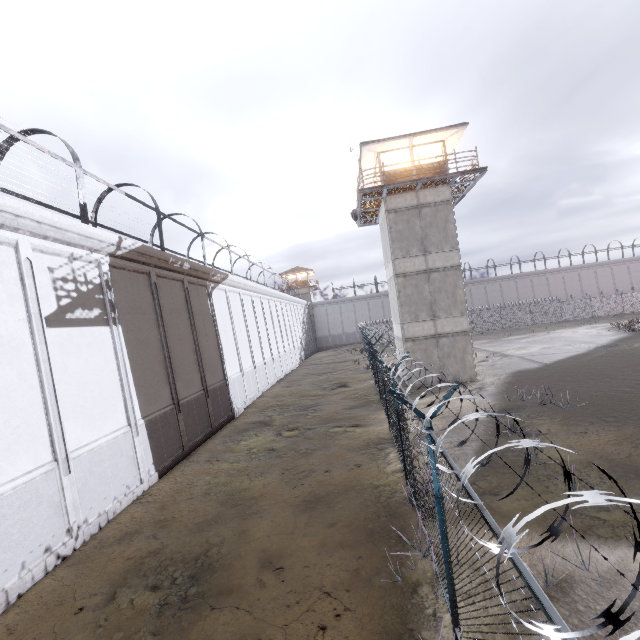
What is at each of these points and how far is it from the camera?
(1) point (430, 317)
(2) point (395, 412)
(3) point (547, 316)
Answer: (1) building, 19.5 meters
(2) fence, 9.2 meters
(3) fence, 45.2 meters

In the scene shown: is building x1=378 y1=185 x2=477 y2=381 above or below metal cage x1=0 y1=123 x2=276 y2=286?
below

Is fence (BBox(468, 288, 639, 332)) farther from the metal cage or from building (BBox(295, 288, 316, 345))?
building (BBox(295, 288, 316, 345))

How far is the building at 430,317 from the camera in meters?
19.4

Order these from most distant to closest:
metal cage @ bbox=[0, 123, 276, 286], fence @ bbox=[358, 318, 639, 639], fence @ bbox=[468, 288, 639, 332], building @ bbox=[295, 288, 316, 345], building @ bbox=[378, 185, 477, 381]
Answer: building @ bbox=[295, 288, 316, 345], fence @ bbox=[468, 288, 639, 332], building @ bbox=[378, 185, 477, 381], metal cage @ bbox=[0, 123, 276, 286], fence @ bbox=[358, 318, 639, 639]

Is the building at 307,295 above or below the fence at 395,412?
above

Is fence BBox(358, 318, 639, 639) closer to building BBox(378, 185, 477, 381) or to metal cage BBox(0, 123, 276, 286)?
building BBox(378, 185, 477, 381)

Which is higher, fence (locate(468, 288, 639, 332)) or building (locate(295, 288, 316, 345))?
building (locate(295, 288, 316, 345))
